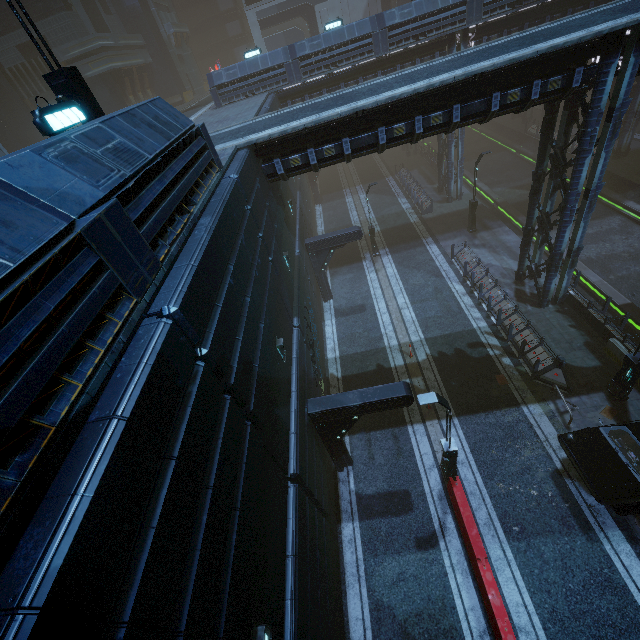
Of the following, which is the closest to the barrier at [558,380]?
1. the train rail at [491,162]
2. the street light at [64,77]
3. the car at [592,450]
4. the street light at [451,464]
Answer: the car at [592,450]

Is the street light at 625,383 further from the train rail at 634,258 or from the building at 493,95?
the train rail at 634,258

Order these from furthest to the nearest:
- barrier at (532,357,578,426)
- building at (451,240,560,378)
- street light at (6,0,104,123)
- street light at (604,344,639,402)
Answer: building at (451,240,560,378), barrier at (532,357,578,426), street light at (604,344,639,402), street light at (6,0,104,123)

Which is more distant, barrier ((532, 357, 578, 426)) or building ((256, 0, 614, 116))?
building ((256, 0, 614, 116))

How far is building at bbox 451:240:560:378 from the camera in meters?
15.1 m

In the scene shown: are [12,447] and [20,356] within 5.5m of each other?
yes
